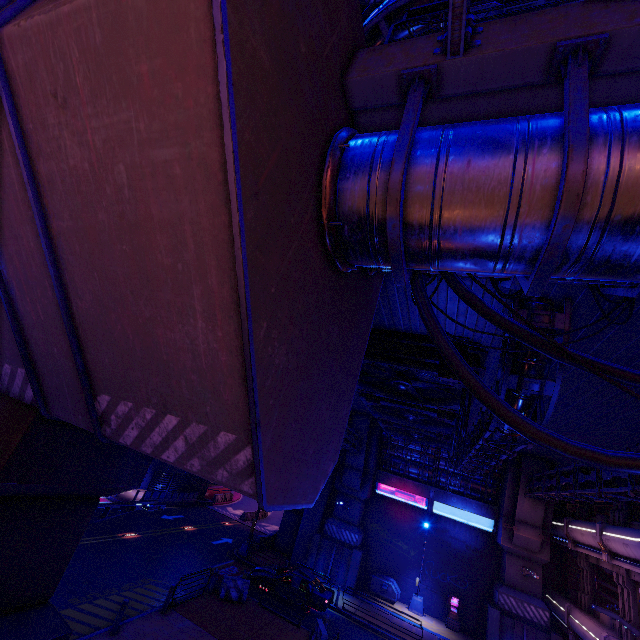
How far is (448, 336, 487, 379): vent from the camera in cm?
956

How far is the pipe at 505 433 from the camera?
8.4m

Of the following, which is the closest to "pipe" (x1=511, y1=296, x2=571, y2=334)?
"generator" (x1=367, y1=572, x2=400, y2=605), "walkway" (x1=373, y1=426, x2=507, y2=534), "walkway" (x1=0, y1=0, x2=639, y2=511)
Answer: "walkway" (x1=0, y1=0, x2=639, y2=511)

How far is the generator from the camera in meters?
24.5

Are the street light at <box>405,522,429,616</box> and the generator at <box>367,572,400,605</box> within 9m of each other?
yes

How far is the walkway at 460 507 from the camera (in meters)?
25.80

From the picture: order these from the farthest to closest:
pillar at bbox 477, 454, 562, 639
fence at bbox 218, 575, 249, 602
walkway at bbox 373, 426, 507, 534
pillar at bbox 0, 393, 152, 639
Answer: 1. walkway at bbox 373, 426, 507, 534
2. pillar at bbox 477, 454, 562, 639
3. fence at bbox 218, 575, 249, 602
4. pillar at bbox 0, 393, 152, 639

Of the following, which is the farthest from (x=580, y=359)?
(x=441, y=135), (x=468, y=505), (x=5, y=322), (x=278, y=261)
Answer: (x=468, y=505)
